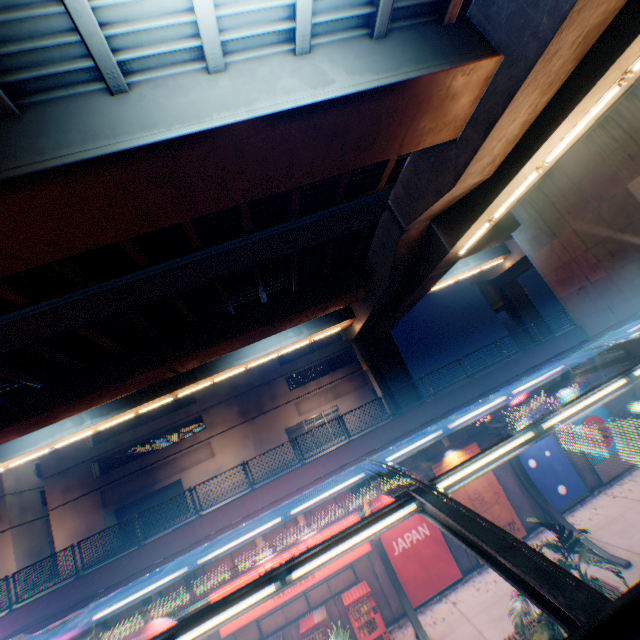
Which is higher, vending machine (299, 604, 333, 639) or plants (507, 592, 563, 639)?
vending machine (299, 604, 333, 639)

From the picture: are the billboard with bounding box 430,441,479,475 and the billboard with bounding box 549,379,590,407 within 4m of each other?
no

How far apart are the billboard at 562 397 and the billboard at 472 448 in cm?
476

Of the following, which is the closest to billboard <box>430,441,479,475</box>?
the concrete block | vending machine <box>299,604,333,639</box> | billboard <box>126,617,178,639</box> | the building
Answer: the concrete block

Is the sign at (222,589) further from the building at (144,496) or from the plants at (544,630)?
the building at (144,496)

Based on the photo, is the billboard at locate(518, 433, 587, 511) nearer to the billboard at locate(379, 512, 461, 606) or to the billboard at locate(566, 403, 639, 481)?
the billboard at locate(566, 403, 639, 481)

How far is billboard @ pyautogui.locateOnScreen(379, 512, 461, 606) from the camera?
13.53m

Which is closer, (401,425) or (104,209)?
(104,209)
